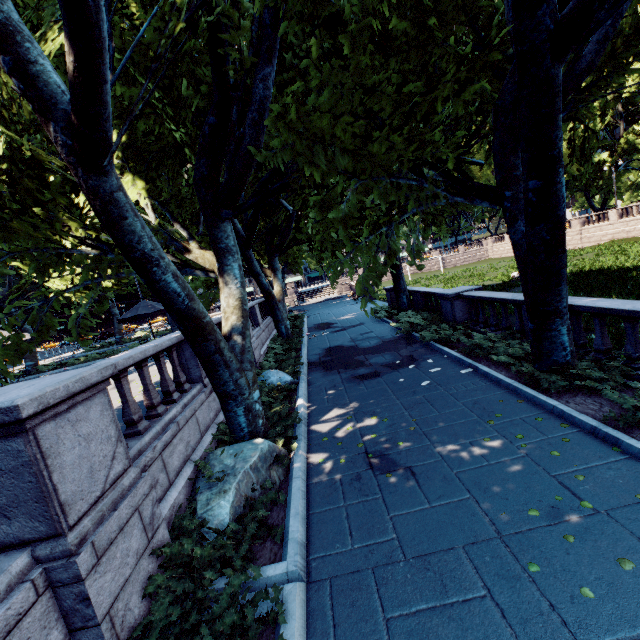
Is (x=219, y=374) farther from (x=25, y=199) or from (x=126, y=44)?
(x=126, y=44)

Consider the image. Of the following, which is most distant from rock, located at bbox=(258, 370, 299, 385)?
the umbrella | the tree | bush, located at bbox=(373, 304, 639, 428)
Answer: the umbrella

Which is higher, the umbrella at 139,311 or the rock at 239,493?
the umbrella at 139,311

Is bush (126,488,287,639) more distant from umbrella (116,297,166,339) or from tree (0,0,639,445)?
umbrella (116,297,166,339)

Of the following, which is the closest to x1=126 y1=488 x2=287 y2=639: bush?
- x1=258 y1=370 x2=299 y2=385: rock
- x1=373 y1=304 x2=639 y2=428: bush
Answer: x1=258 y1=370 x2=299 y2=385: rock

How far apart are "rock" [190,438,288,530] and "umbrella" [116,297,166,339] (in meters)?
10.95

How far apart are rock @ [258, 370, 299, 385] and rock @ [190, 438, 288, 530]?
3.88m

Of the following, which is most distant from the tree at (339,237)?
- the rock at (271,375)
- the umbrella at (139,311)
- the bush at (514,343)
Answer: the rock at (271,375)
